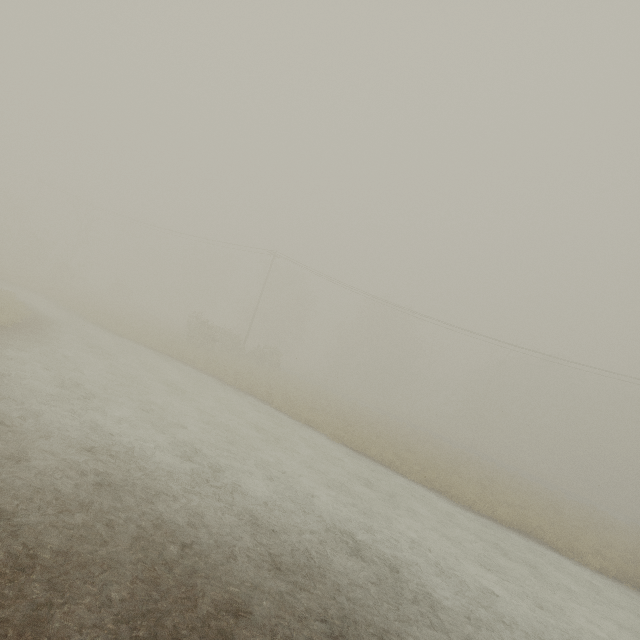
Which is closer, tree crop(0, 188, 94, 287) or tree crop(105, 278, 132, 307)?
tree crop(0, 188, 94, 287)

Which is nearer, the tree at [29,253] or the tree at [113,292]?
the tree at [29,253]

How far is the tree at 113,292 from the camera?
43.9m

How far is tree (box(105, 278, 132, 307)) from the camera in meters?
43.9

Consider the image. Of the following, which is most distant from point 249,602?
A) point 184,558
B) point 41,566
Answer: point 41,566
